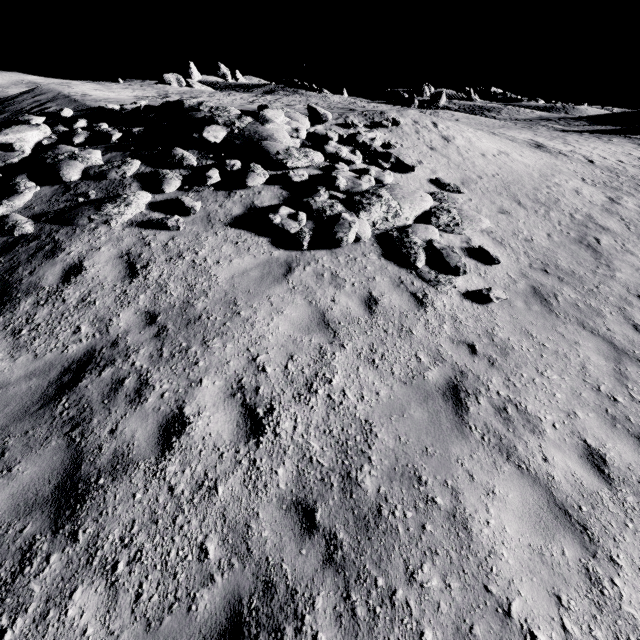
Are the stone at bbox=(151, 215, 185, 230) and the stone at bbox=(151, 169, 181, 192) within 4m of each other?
yes

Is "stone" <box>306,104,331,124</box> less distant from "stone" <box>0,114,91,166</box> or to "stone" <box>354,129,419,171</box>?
"stone" <box>354,129,419,171</box>

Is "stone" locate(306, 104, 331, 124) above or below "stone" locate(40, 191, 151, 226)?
above

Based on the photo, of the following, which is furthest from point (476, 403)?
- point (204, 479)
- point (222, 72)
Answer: point (222, 72)

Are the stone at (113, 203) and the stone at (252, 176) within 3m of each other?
yes

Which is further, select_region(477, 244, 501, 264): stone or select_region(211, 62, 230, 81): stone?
select_region(211, 62, 230, 81): stone

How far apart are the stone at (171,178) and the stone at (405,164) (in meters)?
6.46

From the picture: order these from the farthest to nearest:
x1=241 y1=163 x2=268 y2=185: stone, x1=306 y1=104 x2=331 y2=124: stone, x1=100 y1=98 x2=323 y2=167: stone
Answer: x1=306 y1=104 x2=331 y2=124: stone → x1=100 y1=98 x2=323 y2=167: stone → x1=241 y1=163 x2=268 y2=185: stone
